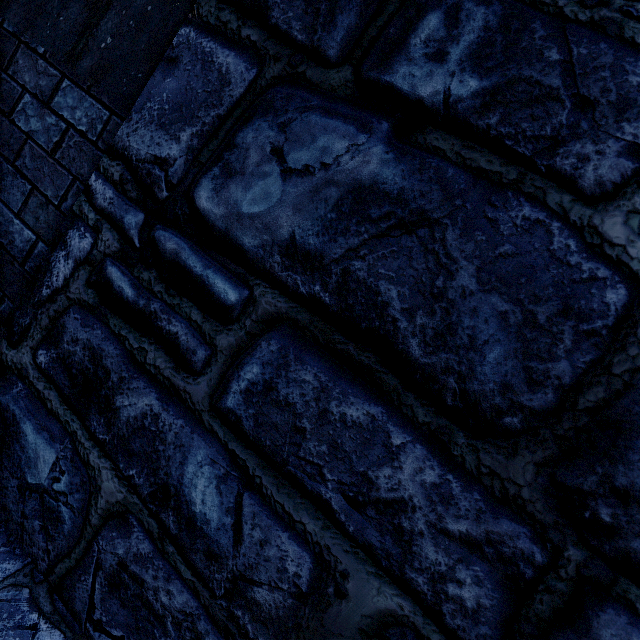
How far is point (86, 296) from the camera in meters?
1.2 m
